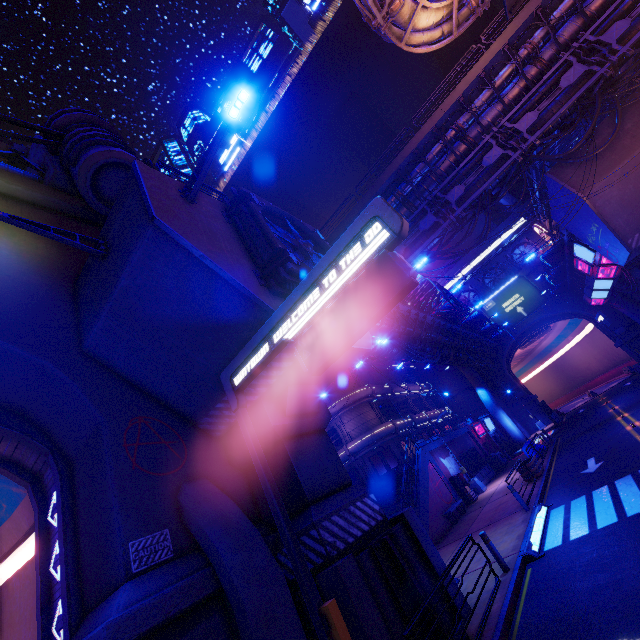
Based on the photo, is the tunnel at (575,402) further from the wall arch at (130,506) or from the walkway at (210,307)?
the wall arch at (130,506)

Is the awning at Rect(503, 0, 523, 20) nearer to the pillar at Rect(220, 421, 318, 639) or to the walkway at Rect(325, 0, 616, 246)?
the walkway at Rect(325, 0, 616, 246)

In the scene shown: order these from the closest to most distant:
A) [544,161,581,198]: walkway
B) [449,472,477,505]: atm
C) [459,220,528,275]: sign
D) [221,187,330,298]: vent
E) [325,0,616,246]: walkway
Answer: [221,187,330,298]: vent < [325,0,616,246]: walkway < [544,161,581,198]: walkway < [449,472,477,505]: atm < [459,220,528,275]: sign

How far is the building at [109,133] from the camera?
11.9m

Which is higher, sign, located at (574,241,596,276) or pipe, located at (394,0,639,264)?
pipe, located at (394,0,639,264)

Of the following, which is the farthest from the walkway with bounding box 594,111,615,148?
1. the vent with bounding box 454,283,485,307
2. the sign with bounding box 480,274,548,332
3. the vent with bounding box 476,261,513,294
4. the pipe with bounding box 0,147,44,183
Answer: the pipe with bounding box 0,147,44,183

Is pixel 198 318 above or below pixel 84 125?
below

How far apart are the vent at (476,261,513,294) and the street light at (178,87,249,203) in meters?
53.1
